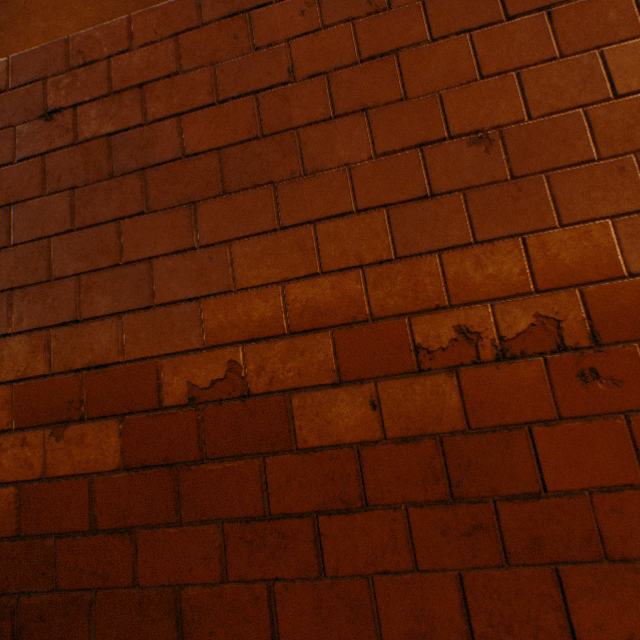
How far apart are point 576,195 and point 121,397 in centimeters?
131cm
